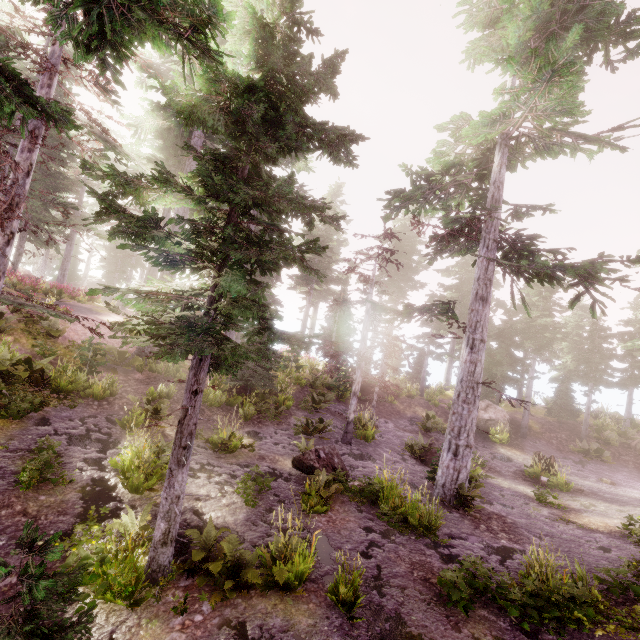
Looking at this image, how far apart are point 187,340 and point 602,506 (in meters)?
17.49

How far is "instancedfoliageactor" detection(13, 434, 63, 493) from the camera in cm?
712

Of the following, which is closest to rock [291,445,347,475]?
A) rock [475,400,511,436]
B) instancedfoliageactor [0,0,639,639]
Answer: instancedfoliageactor [0,0,639,639]

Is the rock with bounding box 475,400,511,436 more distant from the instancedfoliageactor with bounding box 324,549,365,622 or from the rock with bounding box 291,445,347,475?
the rock with bounding box 291,445,347,475

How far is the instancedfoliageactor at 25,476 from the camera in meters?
7.1

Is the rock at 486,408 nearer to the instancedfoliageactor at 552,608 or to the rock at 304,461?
the instancedfoliageactor at 552,608

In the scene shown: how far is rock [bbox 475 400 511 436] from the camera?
21.81m
